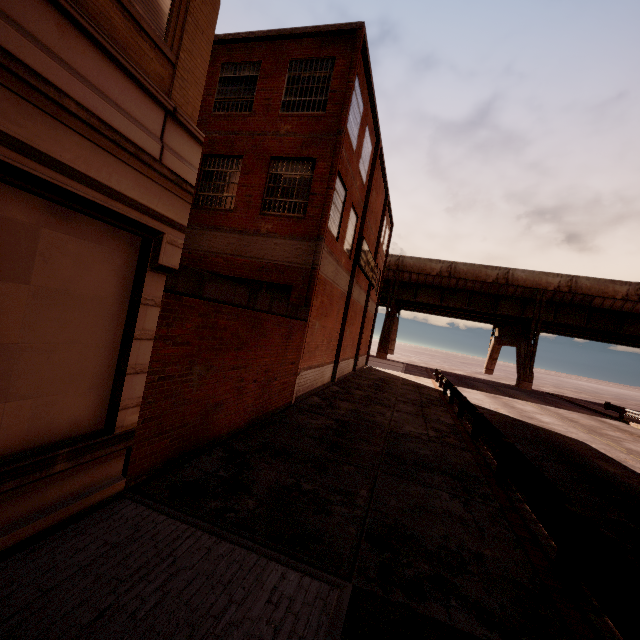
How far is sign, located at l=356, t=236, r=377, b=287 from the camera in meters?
17.8 m

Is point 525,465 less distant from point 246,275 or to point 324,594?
point 324,594

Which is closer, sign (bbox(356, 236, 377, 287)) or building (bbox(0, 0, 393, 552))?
building (bbox(0, 0, 393, 552))

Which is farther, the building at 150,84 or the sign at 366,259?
the sign at 366,259

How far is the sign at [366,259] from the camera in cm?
1780
